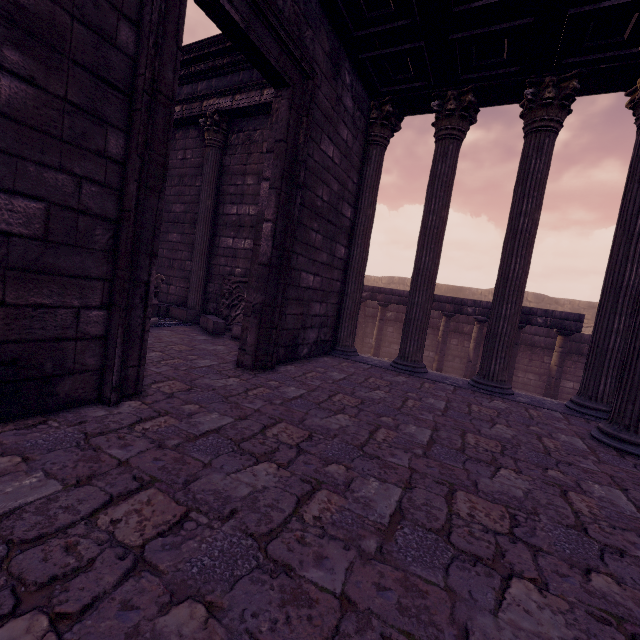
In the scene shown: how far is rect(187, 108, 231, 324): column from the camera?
7.4m

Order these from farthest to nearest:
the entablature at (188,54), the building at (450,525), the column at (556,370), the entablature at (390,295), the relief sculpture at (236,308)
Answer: the entablature at (390,295)
the column at (556,370)
the relief sculpture at (236,308)
the entablature at (188,54)
the building at (450,525)

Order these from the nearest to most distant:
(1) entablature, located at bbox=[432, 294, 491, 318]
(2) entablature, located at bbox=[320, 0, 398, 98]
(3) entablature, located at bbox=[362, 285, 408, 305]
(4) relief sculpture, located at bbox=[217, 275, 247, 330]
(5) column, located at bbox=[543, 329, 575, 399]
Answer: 1. (2) entablature, located at bbox=[320, 0, 398, 98]
2. (4) relief sculpture, located at bbox=[217, 275, 247, 330]
3. (5) column, located at bbox=[543, 329, 575, 399]
4. (1) entablature, located at bbox=[432, 294, 491, 318]
5. (3) entablature, located at bbox=[362, 285, 408, 305]

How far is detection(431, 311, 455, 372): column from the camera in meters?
11.0

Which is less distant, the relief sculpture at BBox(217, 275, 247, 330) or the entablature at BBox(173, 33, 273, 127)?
the entablature at BBox(173, 33, 273, 127)

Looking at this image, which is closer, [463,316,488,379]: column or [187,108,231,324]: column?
[187,108,231,324]: column

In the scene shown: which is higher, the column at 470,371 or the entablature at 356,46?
the entablature at 356,46

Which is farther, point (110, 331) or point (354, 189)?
point (354, 189)
